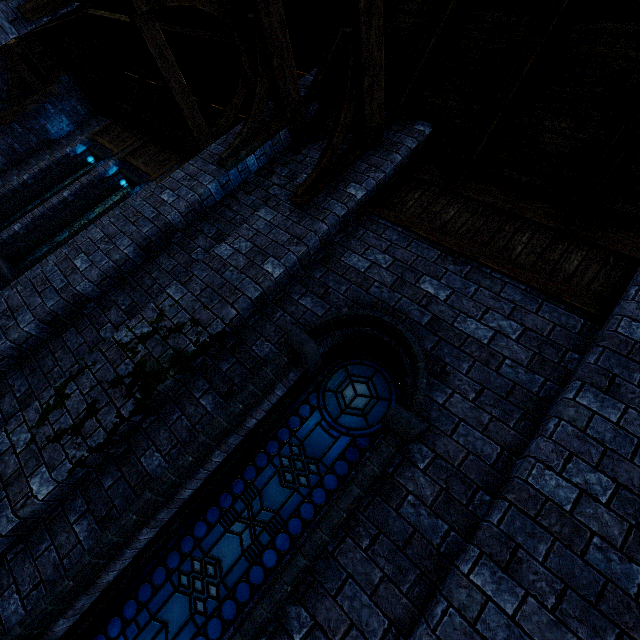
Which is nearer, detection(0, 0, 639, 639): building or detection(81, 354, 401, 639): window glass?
detection(0, 0, 639, 639): building

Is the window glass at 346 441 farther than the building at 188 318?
Yes

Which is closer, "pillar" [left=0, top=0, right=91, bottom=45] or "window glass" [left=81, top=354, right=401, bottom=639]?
"window glass" [left=81, top=354, right=401, bottom=639]

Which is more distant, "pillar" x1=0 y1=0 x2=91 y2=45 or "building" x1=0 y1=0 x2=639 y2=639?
"pillar" x1=0 y1=0 x2=91 y2=45

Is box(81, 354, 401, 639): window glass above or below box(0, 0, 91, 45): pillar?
below

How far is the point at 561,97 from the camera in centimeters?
371cm

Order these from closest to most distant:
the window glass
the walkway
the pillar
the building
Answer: the building → the window glass → the pillar → the walkway

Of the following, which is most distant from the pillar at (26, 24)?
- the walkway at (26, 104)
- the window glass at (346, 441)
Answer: the window glass at (346, 441)
